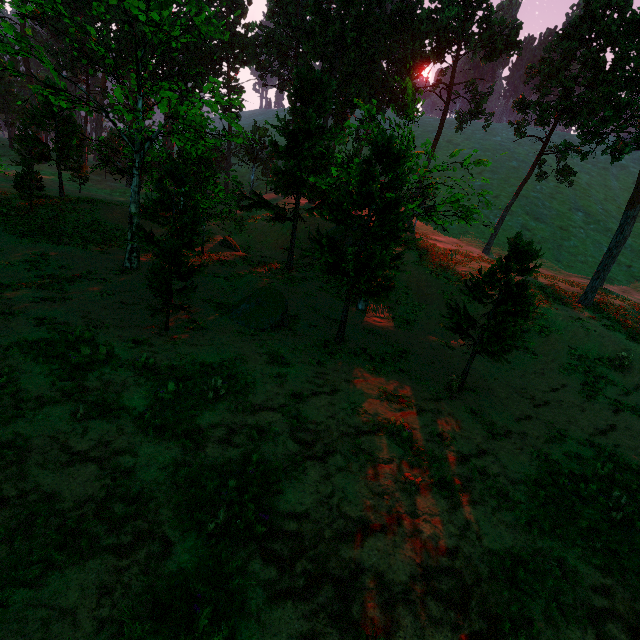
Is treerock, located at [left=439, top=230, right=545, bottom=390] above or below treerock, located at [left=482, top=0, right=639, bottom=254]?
below

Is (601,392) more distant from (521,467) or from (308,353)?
(308,353)

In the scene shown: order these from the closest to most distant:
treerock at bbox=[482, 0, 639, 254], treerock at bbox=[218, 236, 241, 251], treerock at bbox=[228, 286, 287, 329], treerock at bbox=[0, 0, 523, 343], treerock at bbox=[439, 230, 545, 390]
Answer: treerock at bbox=[439, 230, 545, 390] < treerock at bbox=[0, 0, 523, 343] < treerock at bbox=[228, 286, 287, 329] < treerock at bbox=[482, 0, 639, 254] < treerock at bbox=[218, 236, 241, 251]

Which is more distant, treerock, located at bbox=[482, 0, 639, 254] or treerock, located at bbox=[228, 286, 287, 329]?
treerock, located at bbox=[482, 0, 639, 254]

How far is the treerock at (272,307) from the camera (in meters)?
14.79
